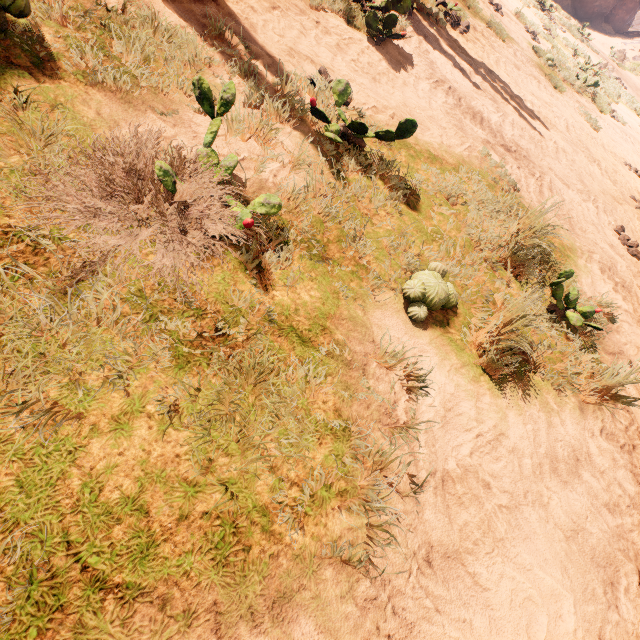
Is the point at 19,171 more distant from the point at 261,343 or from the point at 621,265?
the point at 621,265

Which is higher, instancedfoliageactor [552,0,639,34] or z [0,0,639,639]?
instancedfoliageactor [552,0,639,34]

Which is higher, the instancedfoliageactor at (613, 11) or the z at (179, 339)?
the instancedfoliageactor at (613, 11)

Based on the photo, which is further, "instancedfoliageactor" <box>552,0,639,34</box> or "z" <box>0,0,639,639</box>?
"instancedfoliageactor" <box>552,0,639,34</box>

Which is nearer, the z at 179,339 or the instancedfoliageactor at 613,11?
the z at 179,339
